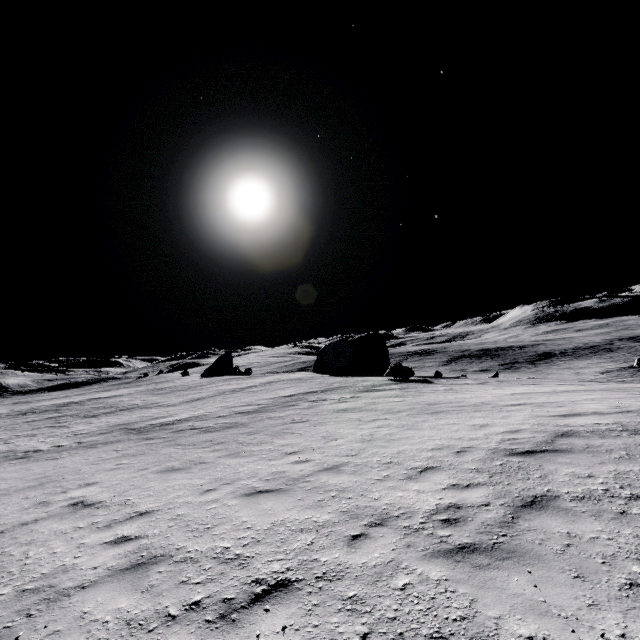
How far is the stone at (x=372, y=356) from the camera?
28.6m

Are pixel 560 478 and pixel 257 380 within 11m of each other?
no

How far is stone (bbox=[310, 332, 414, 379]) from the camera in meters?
28.6 m
